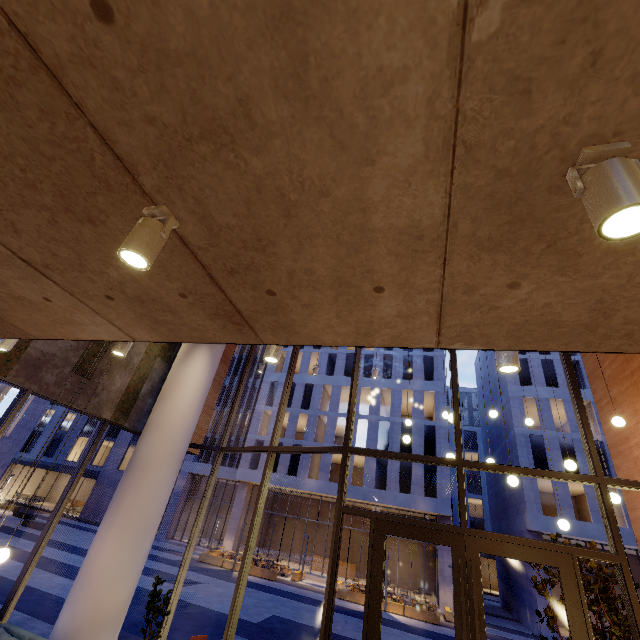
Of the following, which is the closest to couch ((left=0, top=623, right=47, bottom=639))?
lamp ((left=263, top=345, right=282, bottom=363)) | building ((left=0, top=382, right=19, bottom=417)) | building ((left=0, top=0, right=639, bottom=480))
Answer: building ((left=0, top=0, right=639, bottom=480))

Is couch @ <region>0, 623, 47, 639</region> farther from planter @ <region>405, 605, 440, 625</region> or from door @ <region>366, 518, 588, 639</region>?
planter @ <region>405, 605, 440, 625</region>

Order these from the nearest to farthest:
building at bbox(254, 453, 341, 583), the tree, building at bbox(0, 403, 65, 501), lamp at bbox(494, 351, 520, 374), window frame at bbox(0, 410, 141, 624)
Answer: lamp at bbox(494, 351, 520, 374) < the tree < window frame at bbox(0, 410, 141, 624) < building at bbox(254, 453, 341, 583) < building at bbox(0, 403, 65, 501)

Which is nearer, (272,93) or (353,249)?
(272,93)

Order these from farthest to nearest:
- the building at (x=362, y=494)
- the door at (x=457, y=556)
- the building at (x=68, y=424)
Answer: the building at (x=68, y=424) < the building at (x=362, y=494) < the door at (x=457, y=556)

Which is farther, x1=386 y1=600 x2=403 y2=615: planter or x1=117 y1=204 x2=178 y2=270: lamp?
x1=386 y1=600 x2=403 y2=615: planter

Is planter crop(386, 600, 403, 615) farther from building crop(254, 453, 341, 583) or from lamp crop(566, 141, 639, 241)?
lamp crop(566, 141, 639, 241)

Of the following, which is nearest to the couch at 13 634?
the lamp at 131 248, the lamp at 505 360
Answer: the lamp at 131 248
